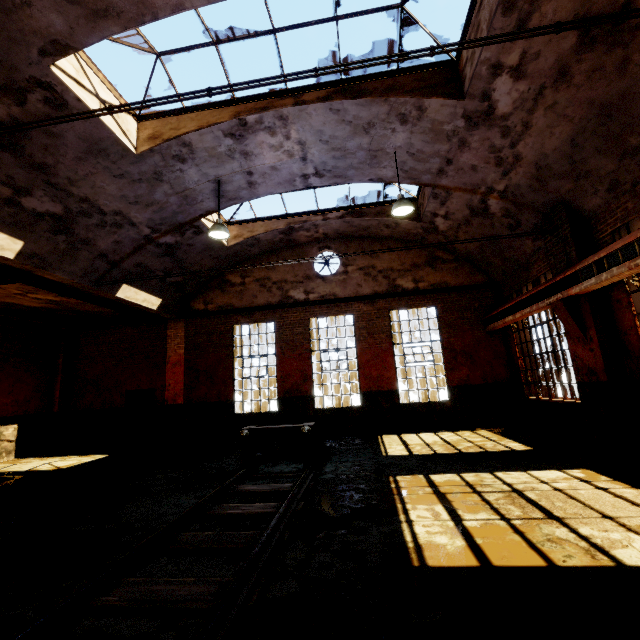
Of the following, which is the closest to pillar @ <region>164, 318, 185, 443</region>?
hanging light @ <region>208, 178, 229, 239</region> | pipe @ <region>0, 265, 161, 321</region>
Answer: pipe @ <region>0, 265, 161, 321</region>

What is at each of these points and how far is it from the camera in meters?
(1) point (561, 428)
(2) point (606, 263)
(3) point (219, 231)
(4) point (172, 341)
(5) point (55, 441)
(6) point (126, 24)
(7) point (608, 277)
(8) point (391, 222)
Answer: (1) building, 8.9 m
(2) beam, 5.9 m
(3) hanging light, 8.2 m
(4) pillar, 13.3 m
(5) pillar, 12.8 m
(6) building, 5.0 m
(7) crane rail, 5.9 m
(8) building, 11.6 m

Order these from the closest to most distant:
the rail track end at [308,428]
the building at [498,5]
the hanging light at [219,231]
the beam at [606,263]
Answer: the building at [498,5] < the beam at [606,263] < the rail track end at [308,428] < the hanging light at [219,231]

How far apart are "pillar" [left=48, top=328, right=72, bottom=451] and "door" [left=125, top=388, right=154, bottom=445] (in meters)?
2.58

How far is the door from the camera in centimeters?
1284cm

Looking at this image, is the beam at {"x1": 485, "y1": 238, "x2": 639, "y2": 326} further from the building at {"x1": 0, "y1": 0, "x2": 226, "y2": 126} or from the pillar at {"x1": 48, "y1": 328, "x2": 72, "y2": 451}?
the pillar at {"x1": 48, "y1": 328, "x2": 72, "y2": 451}

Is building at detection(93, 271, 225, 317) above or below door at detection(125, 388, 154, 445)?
above

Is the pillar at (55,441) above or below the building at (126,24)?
below
